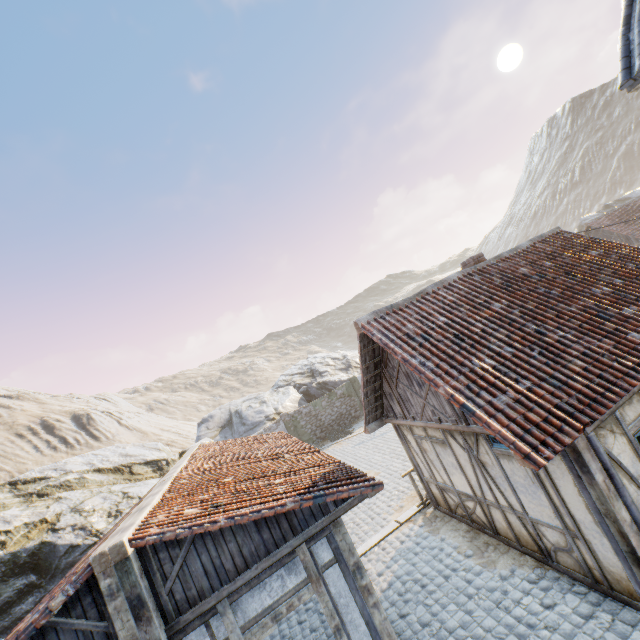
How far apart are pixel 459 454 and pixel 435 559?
2.8m

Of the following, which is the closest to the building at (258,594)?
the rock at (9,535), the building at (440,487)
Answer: the rock at (9,535)

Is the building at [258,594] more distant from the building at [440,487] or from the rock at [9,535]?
the building at [440,487]

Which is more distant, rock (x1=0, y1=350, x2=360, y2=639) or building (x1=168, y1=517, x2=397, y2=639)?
rock (x1=0, y1=350, x2=360, y2=639)

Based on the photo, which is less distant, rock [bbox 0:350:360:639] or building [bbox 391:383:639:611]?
building [bbox 391:383:639:611]

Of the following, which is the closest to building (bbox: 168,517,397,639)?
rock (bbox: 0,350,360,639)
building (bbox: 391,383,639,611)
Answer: rock (bbox: 0,350,360,639)
